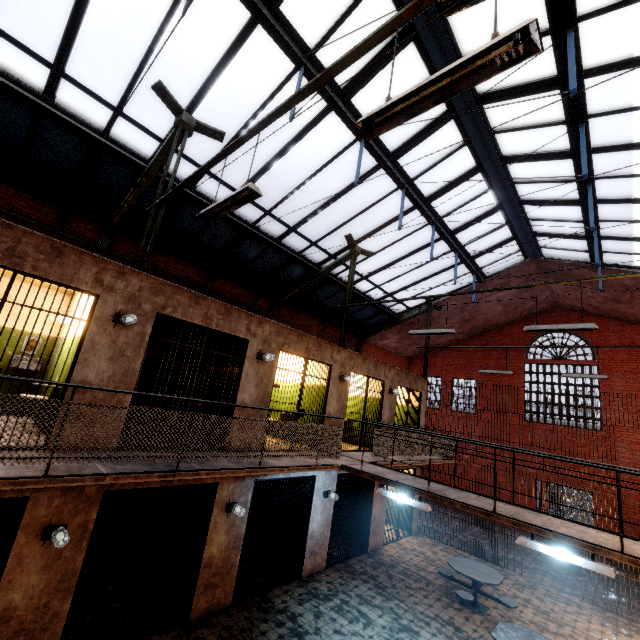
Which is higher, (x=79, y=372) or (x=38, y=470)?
(x=79, y=372)

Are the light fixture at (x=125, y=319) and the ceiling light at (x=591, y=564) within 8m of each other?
yes

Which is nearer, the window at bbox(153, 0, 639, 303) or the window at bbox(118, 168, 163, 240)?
the window at bbox(153, 0, 639, 303)

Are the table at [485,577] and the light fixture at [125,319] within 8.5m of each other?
no

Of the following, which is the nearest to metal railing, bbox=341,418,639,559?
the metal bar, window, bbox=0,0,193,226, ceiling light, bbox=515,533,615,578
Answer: ceiling light, bbox=515,533,615,578

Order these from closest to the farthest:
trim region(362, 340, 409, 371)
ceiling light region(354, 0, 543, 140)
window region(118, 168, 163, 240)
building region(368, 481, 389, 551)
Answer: ceiling light region(354, 0, 543, 140) → window region(118, 168, 163, 240) → building region(368, 481, 389, 551) → trim region(362, 340, 409, 371)

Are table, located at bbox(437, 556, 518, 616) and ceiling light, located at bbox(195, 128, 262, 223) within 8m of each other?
no

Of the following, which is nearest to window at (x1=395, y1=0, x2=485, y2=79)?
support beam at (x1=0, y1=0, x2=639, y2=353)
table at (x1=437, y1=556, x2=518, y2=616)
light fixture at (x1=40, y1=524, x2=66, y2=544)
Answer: support beam at (x1=0, y1=0, x2=639, y2=353)
